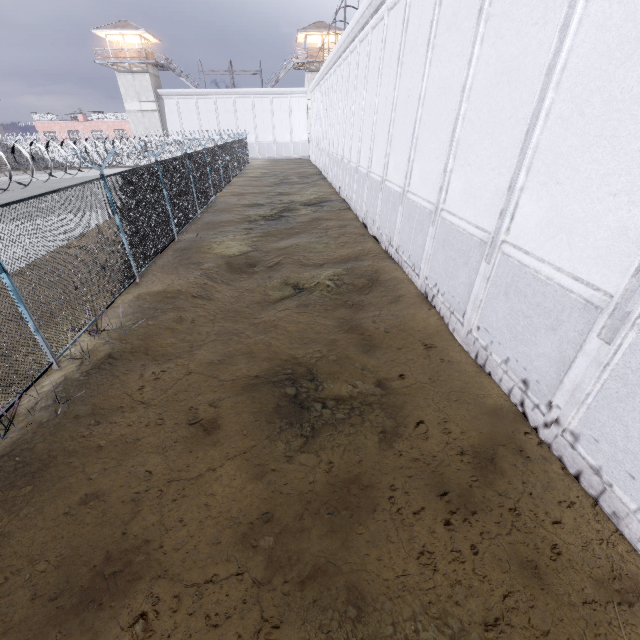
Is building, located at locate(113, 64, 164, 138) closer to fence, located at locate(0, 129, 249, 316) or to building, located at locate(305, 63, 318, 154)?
fence, located at locate(0, 129, 249, 316)

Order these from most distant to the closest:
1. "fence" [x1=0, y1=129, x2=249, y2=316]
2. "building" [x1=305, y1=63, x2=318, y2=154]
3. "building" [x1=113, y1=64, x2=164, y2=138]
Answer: "building" [x1=305, y1=63, x2=318, y2=154] → "building" [x1=113, y1=64, x2=164, y2=138] → "fence" [x1=0, y1=129, x2=249, y2=316]

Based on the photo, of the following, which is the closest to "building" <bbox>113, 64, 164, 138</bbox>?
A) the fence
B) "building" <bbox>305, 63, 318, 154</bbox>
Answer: the fence

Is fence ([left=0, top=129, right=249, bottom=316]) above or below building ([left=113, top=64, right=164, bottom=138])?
below

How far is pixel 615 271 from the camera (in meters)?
3.66

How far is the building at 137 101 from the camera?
40.2 meters

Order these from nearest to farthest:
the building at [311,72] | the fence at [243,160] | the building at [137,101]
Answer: the fence at [243,160] < the building at [137,101] < the building at [311,72]
